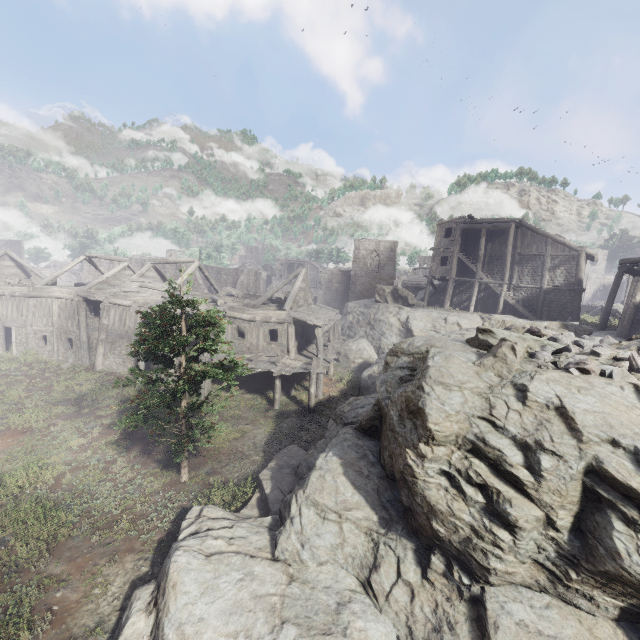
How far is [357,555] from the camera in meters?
7.7 m

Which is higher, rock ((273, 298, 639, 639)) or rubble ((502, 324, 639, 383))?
rubble ((502, 324, 639, 383))

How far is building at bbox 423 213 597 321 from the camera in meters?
27.3 m

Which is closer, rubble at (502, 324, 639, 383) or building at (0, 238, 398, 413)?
rubble at (502, 324, 639, 383)

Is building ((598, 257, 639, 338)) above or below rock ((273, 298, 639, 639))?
above

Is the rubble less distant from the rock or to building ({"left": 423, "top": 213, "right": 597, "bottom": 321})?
the rock

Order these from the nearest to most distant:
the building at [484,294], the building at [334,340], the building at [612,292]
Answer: the building at [612,292], the building at [334,340], the building at [484,294]

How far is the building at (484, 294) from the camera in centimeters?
2728cm
